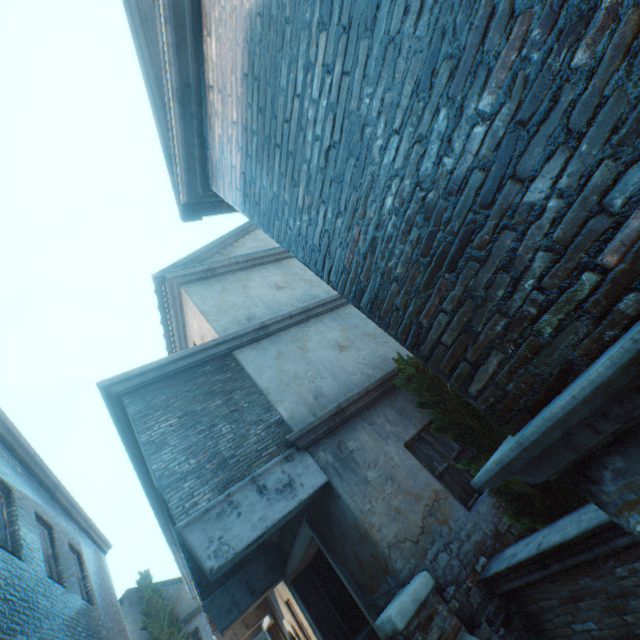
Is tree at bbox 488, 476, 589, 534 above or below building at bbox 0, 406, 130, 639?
below

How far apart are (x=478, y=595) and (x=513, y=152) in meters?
5.2

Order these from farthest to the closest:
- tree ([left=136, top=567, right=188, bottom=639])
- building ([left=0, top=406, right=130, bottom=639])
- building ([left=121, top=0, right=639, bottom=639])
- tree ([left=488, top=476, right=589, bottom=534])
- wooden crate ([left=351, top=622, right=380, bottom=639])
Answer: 1. tree ([left=136, top=567, right=188, bottom=639])
2. wooden crate ([left=351, top=622, right=380, bottom=639])
3. building ([left=0, top=406, right=130, bottom=639])
4. tree ([left=488, top=476, right=589, bottom=534])
5. building ([left=121, top=0, right=639, bottom=639])

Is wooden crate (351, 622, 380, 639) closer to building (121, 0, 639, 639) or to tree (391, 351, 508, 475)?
building (121, 0, 639, 639)

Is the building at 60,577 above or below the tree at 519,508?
above

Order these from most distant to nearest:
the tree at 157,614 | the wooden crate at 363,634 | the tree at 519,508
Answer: the tree at 157,614 < the wooden crate at 363,634 < the tree at 519,508

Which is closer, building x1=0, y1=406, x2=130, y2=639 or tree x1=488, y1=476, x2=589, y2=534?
tree x1=488, y1=476, x2=589, y2=534

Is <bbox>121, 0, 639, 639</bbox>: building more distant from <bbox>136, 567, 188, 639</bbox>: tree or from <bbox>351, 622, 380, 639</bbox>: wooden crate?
<bbox>351, 622, 380, 639</bbox>: wooden crate
